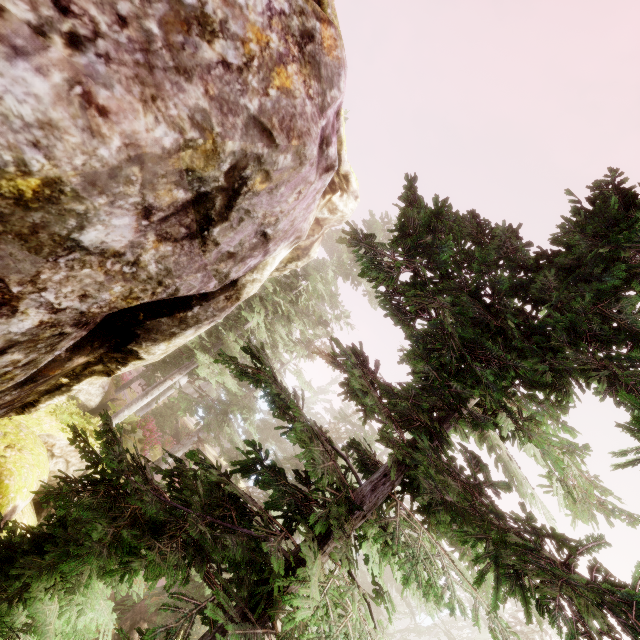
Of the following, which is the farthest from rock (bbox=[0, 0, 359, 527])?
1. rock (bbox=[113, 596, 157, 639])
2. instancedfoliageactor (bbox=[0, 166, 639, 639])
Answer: rock (bbox=[113, 596, 157, 639])

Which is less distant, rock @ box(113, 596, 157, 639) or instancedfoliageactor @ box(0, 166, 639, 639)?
instancedfoliageactor @ box(0, 166, 639, 639)

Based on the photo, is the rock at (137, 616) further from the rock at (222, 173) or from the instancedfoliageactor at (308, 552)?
the rock at (222, 173)

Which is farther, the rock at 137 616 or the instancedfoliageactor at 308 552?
the rock at 137 616

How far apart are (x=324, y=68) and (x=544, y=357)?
5.7m

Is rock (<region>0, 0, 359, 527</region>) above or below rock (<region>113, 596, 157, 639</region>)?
above

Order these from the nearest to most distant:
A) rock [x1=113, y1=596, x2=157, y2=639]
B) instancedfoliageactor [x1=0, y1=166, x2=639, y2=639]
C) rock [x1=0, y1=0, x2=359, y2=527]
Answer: rock [x1=0, y1=0, x2=359, y2=527], instancedfoliageactor [x1=0, y1=166, x2=639, y2=639], rock [x1=113, y1=596, x2=157, y2=639]
